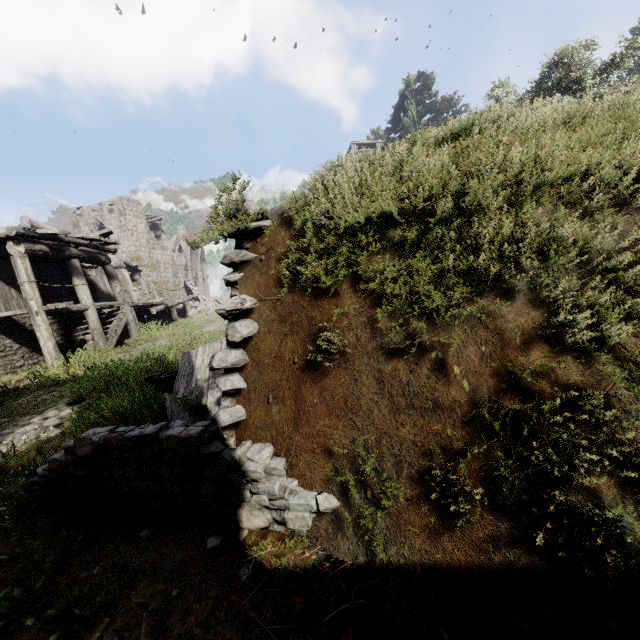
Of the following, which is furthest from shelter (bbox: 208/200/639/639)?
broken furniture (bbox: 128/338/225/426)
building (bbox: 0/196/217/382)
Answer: building (bbox: 0/196/217/382)

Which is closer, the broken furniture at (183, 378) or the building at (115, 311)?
the broken furniture at (183, 378)

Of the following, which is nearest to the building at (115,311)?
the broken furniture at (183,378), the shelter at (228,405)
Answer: the shelter at (228,405)

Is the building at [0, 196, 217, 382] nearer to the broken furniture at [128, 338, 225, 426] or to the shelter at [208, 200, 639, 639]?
the shelter at [208, 200, 639, 639]

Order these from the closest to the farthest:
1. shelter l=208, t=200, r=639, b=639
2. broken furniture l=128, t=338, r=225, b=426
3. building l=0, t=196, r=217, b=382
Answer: shelter l=208, t=200, r=639, b=639, broken furniture l=128, t=338, r=225, b=426, building l=0, t=196, r=217, b=382

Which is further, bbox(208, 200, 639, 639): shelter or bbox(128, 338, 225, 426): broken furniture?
bbox(128, 338, 225, 426): broken furniture

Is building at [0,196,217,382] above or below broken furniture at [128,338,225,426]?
above

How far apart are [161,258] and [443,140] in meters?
30.6 m
